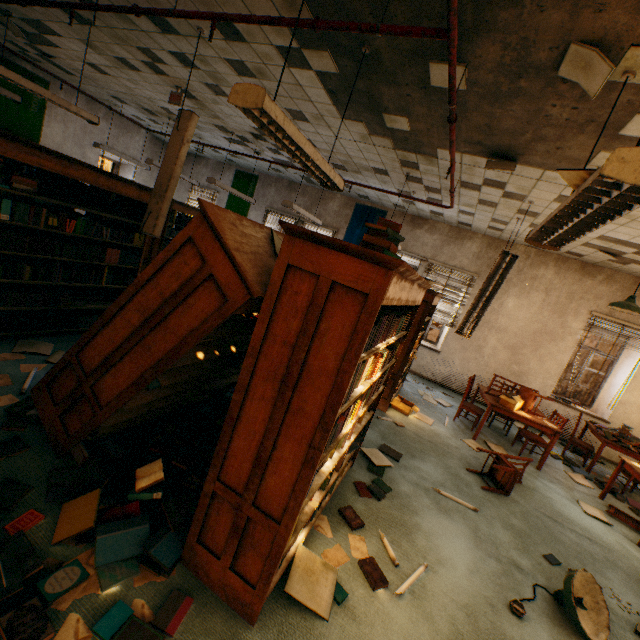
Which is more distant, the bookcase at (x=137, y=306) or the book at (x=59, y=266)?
the book at (x=59, y=266)

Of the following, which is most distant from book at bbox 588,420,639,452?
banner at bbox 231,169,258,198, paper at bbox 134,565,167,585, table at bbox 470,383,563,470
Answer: banner at bbox 231,169,258,198

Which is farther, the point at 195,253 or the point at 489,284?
the point at 489,284

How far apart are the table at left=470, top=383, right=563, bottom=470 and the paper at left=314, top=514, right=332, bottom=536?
3.8m

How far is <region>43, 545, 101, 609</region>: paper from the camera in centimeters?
167cm

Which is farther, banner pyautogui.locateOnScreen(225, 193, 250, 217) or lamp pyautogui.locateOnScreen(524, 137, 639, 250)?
banner pyautogui.locateOnScreen(225, 193, 250, 217)

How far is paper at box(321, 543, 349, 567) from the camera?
2.4m

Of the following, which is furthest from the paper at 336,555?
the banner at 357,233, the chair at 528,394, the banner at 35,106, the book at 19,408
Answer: the banner at 35,106
